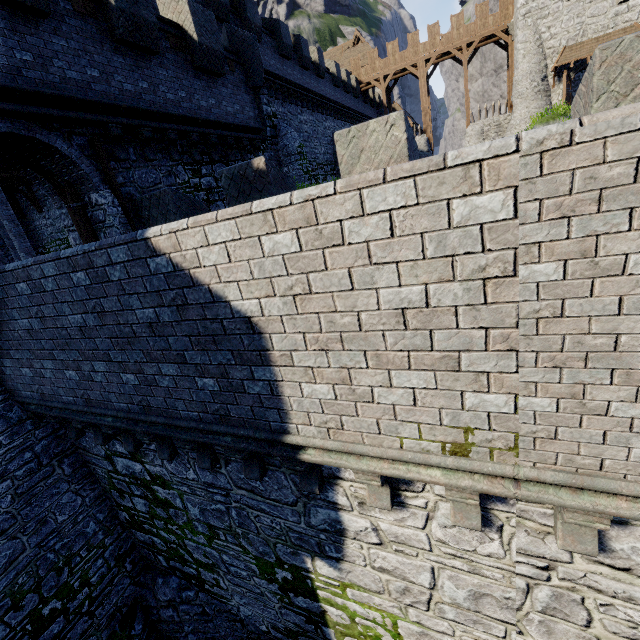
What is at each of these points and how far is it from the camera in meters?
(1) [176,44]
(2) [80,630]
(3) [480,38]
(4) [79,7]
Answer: (1) wooden platform, 10.3
(2) building tower, 7.8
(3) walkway, 29.7
(4) wooden platform, 7.8

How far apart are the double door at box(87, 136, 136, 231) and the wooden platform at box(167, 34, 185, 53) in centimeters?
437cm

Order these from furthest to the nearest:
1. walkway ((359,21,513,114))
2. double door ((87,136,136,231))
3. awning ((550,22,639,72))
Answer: walkway ((359,21,513,114)) < awning ((550,22,639,72)) < double door ((87,136,136,231))

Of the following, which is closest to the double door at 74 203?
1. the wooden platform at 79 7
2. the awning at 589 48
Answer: the wooden platform at 79 7

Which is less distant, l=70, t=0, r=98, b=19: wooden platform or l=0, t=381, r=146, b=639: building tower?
l=0, t=381, r=146, b=639: building tower

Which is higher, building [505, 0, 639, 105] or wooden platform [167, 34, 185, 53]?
building [505, 0, 639, 105]

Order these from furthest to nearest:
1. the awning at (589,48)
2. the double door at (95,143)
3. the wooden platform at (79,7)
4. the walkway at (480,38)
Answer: the walkway at (480,38), the awning at (589,48), the double door at (95,143), the wooden platform at (79,7)

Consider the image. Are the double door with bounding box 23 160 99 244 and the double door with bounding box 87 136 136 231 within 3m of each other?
yes
